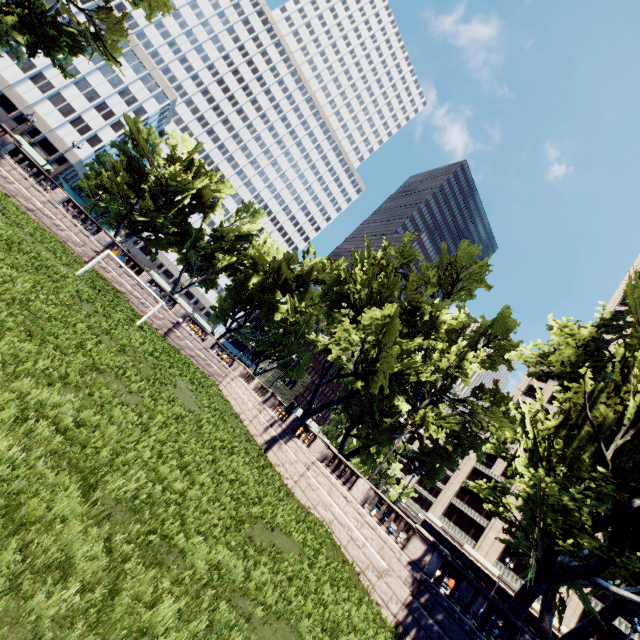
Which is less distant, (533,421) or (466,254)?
(533,421)

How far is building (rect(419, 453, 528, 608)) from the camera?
46.0m

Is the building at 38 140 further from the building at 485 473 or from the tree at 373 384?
the building at 485 473

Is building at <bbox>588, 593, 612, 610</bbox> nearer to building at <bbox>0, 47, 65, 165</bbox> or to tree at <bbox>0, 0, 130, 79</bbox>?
tree at <bbox>0, 0, 130, 79</bbox>

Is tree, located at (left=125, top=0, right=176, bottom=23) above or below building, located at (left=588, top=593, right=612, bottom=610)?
above

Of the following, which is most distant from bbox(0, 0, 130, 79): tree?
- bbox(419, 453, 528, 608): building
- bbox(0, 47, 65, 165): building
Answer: bbox(419, 453, 528, 608): building

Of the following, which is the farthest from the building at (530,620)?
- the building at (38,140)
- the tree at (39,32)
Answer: the building at (38,140)
